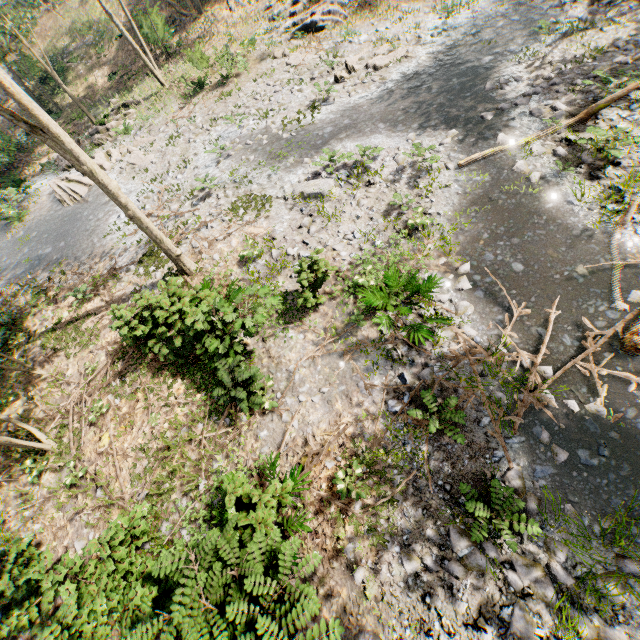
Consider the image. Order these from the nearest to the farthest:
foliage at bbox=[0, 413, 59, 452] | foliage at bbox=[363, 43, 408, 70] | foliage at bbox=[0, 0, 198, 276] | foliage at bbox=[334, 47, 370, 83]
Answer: foliage at bbox=[0, 0, 198, 276] → foliage at bbox=[0, 413, 59, 452] → foliage at bbox=[363, 43, 408, 70] → foliage at bbox=[334, 47, 370, 83]

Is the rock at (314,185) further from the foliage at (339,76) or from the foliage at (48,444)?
the foliage at (339,76)

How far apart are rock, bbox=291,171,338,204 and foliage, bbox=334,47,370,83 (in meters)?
6.26

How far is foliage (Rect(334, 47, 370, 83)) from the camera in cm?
1562

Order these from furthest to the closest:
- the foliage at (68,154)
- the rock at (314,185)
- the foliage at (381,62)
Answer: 1. the foliage at (381,62)
2. the rock at (314,185)
3. the foliage at (68,154)

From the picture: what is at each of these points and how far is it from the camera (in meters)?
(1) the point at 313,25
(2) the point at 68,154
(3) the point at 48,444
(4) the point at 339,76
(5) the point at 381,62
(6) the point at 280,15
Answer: (1) foliage, 19.11
(2) foliage, 8.20
(3) foliage, 9.90
(4) foliage, 15.65
(5) foliage, 15.12
(6) foliage, 21.00

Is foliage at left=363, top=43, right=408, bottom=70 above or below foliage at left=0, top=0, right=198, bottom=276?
below
